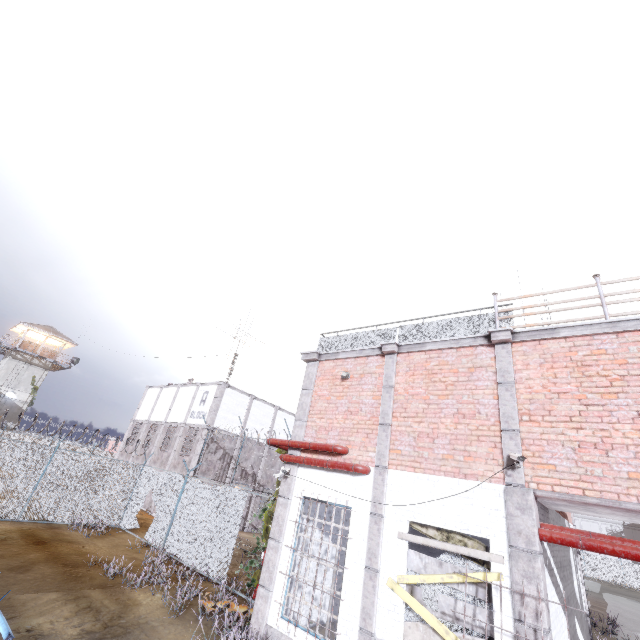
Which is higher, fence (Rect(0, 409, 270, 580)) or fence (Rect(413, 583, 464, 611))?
fence (Rect(413, 583, 464, 611))

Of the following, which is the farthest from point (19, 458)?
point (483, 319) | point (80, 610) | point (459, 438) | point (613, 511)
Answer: point (613, 511)

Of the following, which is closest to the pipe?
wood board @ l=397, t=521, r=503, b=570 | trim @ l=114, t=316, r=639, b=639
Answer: Result: trim @ l=114, t=316, r=639, b=639

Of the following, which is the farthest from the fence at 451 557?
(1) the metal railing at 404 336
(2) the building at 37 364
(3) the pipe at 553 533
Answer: (2) the building at 37 364

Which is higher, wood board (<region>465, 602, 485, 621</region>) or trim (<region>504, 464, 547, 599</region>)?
trim (<region>504, 464, 547, 599</region>)

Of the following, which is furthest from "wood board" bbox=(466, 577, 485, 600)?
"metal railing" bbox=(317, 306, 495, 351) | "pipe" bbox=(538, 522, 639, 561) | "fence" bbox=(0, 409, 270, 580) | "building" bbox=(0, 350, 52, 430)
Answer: "building" bbox=(0, 350, 52, 430)

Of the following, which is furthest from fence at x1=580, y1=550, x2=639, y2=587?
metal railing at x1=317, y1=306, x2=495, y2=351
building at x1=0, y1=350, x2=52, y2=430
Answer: building at x1=0, y1=350, x2=52, y2=430

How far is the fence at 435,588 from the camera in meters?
6.0 m
